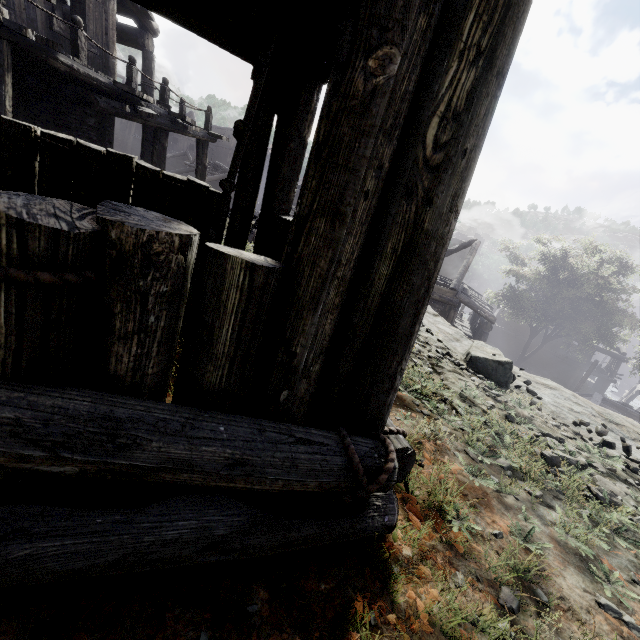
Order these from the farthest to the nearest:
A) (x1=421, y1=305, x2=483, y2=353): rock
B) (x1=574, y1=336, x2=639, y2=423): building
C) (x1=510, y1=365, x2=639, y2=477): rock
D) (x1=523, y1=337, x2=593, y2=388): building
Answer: (x1=523, y1=337, x2=593, y2=388): building < (x1=574, y1=336, x2=639, y2=423): building < (x1=421, y1=305, x2=483, y2=353): rock < (x1=510, y1=365, x2=639, y2=477): rock

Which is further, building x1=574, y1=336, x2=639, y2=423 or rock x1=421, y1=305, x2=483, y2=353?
building x1=574, y1=336, x2=639, y2=423

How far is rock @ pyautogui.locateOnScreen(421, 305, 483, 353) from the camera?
6.40m

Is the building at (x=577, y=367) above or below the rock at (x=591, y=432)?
below

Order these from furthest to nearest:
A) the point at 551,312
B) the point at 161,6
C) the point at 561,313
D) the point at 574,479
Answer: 1. the point at 551,312
2. the point at 561,313
3. the point at 161,6
4. the point at 574,479

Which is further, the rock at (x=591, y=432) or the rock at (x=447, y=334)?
the rock at (x=447, y=334)

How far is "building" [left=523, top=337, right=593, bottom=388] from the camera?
32.0m
